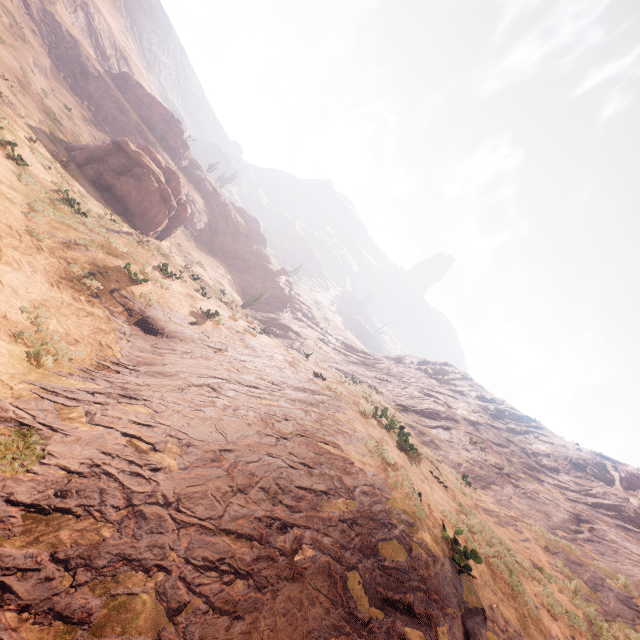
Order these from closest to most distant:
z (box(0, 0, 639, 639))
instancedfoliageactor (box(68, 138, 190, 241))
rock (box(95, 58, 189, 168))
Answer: z (box(0, 0, 639, 639))
instancedfoliageactor (box(68, 138, 190, 241))
rock (box(95, 58, 189, 168))

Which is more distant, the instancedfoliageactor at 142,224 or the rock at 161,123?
the rock at 161,123

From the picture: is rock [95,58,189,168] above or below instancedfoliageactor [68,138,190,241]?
above

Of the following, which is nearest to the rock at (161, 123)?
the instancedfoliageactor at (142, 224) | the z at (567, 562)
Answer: the instancedfoliageactor at (142, 224)

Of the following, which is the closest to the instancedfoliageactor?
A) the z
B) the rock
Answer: the z

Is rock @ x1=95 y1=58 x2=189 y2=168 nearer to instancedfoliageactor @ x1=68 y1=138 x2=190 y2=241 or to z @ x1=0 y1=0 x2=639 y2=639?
instancedfoliageactor @ x1=68 y1=138 x2=190 y2=241

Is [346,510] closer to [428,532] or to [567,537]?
[428,532]
